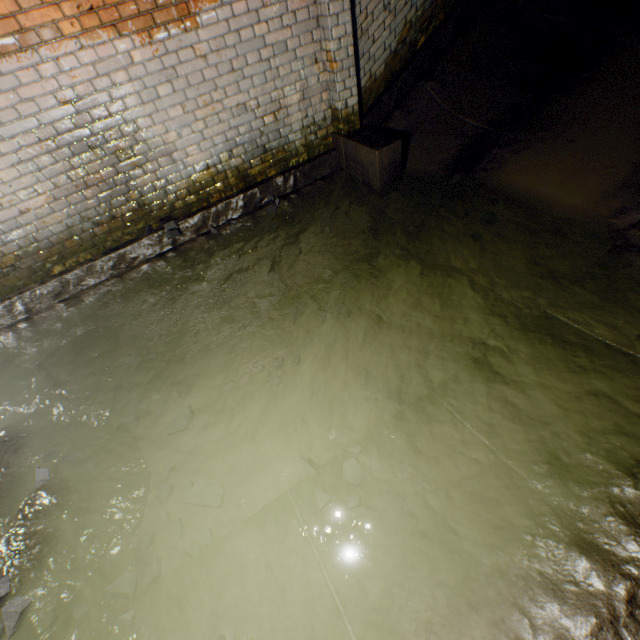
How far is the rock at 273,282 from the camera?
3.3m

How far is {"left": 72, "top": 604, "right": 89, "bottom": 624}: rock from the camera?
1.9m

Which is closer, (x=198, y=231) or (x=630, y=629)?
(x=630, y=629)

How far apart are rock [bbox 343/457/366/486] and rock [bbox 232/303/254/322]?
1.61m

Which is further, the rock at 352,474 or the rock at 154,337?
the rock at 154,337

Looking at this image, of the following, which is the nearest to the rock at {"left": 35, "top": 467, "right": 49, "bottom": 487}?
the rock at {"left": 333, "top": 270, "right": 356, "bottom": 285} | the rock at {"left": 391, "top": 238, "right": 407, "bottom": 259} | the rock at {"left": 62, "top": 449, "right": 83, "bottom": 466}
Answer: the rock at {"left": 62, "top": 449, "right": 83, "bottom": 466}

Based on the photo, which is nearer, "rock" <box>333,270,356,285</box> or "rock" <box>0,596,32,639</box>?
"rock" <box>0,596,32,639</box>

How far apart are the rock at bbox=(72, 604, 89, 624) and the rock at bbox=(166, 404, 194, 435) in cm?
85
